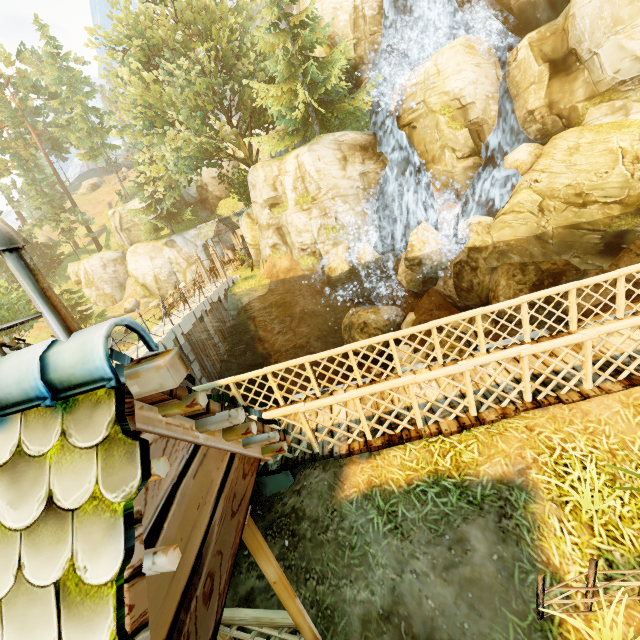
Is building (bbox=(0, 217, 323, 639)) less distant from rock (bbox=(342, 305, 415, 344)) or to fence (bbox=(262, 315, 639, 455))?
fence (bbox=(262, 315, 639, 455))

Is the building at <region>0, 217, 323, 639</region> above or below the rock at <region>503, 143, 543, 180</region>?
above

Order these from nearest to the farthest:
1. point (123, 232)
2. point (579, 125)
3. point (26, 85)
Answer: point (579, 125)
point (26, 85)
point (123, 232)

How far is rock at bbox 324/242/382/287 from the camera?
19.06m

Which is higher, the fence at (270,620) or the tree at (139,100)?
the tree at (139,100)

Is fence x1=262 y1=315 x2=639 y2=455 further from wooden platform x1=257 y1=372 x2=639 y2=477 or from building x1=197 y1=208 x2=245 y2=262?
building x1=197 y1=208 x2=245 y2=262

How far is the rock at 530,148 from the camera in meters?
16.9

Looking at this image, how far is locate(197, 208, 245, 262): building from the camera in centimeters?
3193cm
